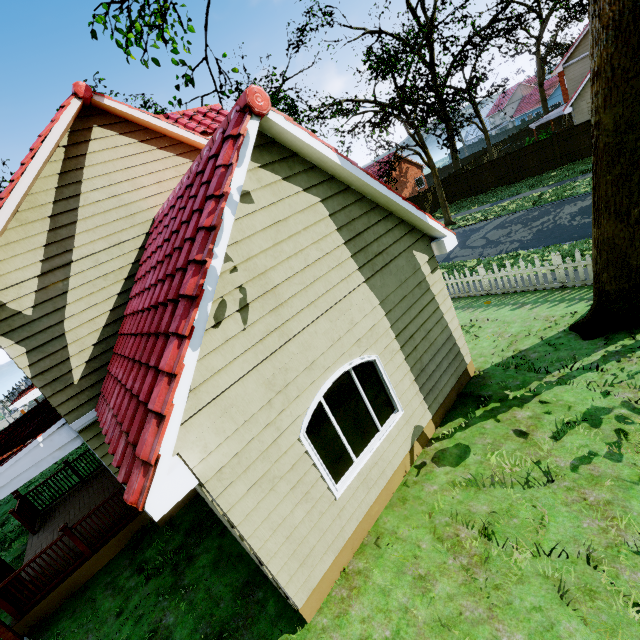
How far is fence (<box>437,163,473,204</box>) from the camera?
27.8 meters

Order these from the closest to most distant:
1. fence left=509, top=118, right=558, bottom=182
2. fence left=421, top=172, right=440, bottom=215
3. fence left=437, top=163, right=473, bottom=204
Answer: fence left=509, top=118, right=558, bottom=182
fence left=437, top=163, right=473, bottom=204
fence left=421, top=172, right=440, bottom=215

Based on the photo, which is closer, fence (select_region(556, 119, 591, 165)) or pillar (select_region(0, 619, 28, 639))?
pillar (select_region(0, 619, 28, 639))

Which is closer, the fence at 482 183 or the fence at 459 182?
the fence at 482 183

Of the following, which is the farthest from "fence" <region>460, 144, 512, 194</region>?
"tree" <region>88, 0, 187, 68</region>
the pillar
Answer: the pillar

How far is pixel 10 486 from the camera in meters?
6.4 m

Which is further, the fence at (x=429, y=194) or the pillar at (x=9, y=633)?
the fence at (x=429, y=194)
